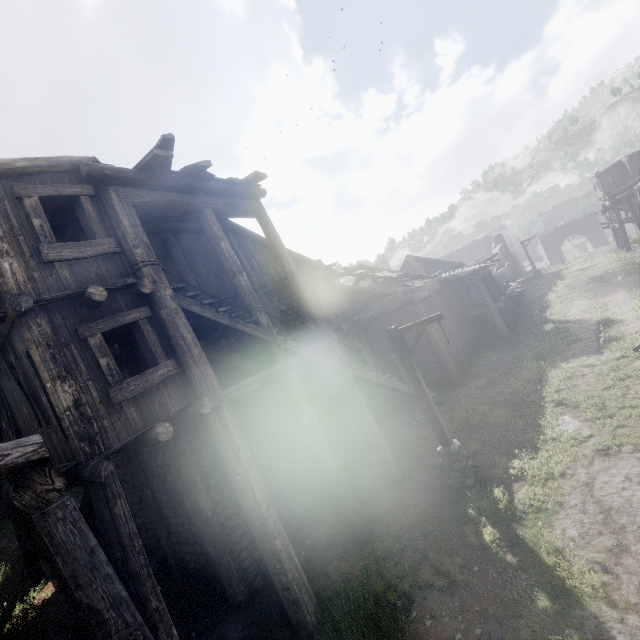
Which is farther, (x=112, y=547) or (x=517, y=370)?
(x=517, y=370)

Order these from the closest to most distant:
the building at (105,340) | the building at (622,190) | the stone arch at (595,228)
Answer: the building at (105,340) → the building at (622,190) → the stone arch at (595,228)

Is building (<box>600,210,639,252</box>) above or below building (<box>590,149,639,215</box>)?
below

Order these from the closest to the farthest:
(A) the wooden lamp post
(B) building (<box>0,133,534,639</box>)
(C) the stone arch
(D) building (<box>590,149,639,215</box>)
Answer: (B) building (<box>0,133,534,639</box>) → (A) the wooden lamp post → (D) building (<box>590,149,639,215</box>) → (C) the stone arch

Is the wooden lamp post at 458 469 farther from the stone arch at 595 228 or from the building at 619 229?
the stone arch at 595 228

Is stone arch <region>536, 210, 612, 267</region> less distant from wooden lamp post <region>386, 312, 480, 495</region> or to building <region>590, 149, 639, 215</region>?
building <region>590, 149, 639, 215</region>

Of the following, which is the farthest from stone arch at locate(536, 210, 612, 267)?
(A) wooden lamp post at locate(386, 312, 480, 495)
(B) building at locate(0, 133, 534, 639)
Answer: (A) wooden lamp post at locate(386, 312, 480, 495)
